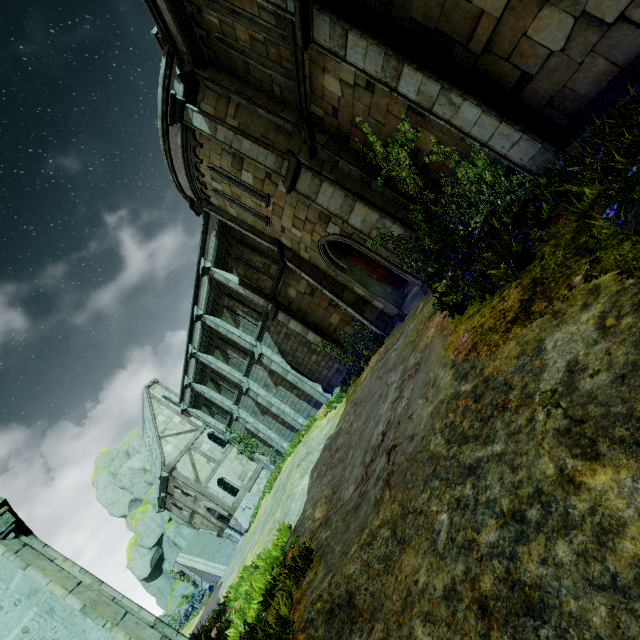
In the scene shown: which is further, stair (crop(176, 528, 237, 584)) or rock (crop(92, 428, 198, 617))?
rock (crop(92, 428, 198, 617))

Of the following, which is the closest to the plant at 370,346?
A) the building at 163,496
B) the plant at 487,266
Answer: the plant at 487,266

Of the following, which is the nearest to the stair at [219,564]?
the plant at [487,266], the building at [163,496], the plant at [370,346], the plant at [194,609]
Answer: the building at [163,496]

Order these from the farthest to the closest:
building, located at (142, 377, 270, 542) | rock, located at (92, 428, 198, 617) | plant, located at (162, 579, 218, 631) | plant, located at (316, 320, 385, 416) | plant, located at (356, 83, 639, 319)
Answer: rock, located at (92, 428, 198, 617) < plant, located at (162, 579, 218, 631) < building, located at (142, 377, 270, 542) < plant, located at (316, 320, 385, 416) < plant, located at (356, 83, 639, 319)

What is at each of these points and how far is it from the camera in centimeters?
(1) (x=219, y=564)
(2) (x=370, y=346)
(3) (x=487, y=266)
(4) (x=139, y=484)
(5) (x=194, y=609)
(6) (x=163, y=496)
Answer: (1) stair, 2441cm
(2) plant, 1378cm
(3) plant, 523cm
(4) rock, 3628cm
(5) plant, 2719cm
(6) building, 2595cm

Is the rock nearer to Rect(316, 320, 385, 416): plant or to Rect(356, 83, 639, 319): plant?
Rect(316, 320, 385, 416): plant

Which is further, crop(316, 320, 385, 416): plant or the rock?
the rock

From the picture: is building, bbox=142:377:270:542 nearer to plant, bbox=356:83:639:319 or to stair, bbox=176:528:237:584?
stair, bbox=176:528:237:584
